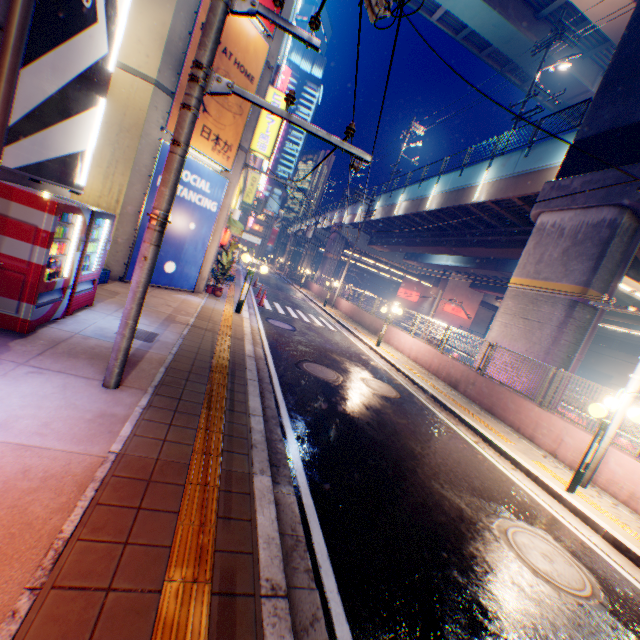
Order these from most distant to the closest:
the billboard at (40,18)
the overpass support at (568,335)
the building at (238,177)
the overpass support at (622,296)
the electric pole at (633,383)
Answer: the overpass support at (622,296), the building at (238,177), the overpass support at (568,335), the electric pole at (633,383), the billboard at (40,18)

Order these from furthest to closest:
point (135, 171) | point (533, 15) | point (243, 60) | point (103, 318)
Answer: point (533, 15)
point (243, 60)
point (135, 171)
point (103, 318)

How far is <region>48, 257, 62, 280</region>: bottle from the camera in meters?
5.1

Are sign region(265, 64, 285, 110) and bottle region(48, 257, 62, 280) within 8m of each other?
no

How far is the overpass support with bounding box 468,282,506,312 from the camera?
40.8m

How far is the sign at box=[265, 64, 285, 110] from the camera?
12.5 meters

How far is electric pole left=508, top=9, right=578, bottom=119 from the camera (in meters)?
17.14

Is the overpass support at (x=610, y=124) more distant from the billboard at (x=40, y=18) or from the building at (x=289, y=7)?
the billboard at (x=40, y=18)
